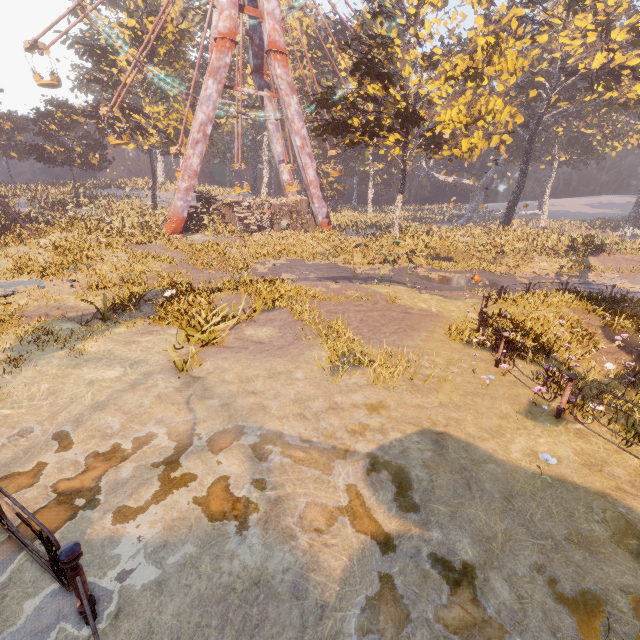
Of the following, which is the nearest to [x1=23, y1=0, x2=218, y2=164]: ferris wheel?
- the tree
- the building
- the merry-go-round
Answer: the building

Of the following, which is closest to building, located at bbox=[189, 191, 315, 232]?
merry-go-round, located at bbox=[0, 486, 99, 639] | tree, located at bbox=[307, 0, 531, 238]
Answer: tree, located at bbox=[307, 0, 531, 238]

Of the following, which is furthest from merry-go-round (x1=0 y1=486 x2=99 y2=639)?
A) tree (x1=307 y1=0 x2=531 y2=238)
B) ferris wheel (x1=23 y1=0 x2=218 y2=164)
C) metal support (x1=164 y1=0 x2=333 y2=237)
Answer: ferris wheel (x1=23 y1=0 x2=218 y2=164)

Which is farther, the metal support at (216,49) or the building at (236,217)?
the building at (236,217)

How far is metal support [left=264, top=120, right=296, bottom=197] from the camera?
34.8 meters

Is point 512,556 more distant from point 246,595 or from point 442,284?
point 442,284

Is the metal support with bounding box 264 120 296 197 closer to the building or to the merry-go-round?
the building
